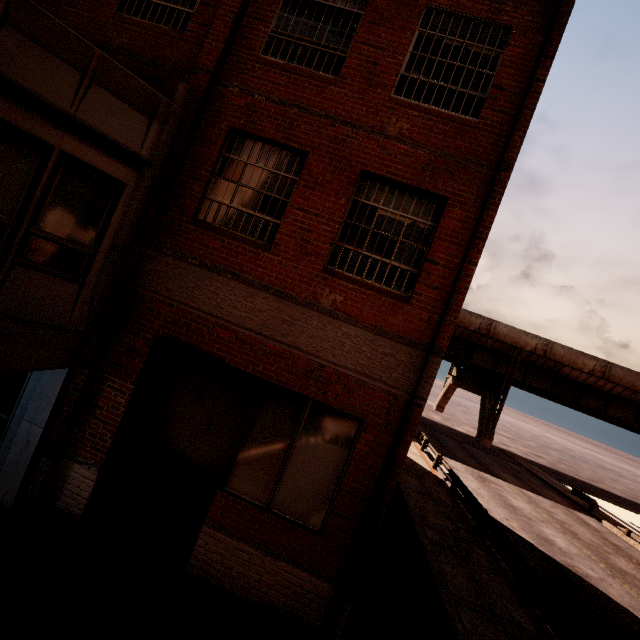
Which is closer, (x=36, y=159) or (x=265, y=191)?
(x=36, y=159)
